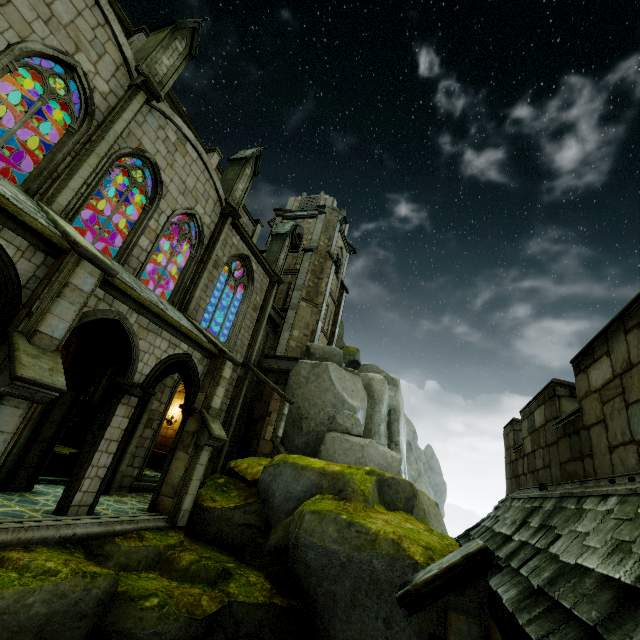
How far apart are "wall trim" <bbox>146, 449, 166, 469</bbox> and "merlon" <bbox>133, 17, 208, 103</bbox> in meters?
16.3 m

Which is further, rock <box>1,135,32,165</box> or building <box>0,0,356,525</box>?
rock <box>1,135,32,165</box>

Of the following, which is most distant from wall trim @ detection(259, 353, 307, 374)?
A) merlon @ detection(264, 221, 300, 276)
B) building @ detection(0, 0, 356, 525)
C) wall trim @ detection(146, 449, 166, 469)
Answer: wall trim @ detection(146, 449, 166, 469)

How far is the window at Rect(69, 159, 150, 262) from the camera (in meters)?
10.79

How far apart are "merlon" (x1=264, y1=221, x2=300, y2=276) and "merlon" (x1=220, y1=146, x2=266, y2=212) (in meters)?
4.63

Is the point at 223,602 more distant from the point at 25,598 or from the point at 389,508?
the point at 389,508

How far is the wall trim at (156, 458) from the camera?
17.05m

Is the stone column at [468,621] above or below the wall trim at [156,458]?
below
